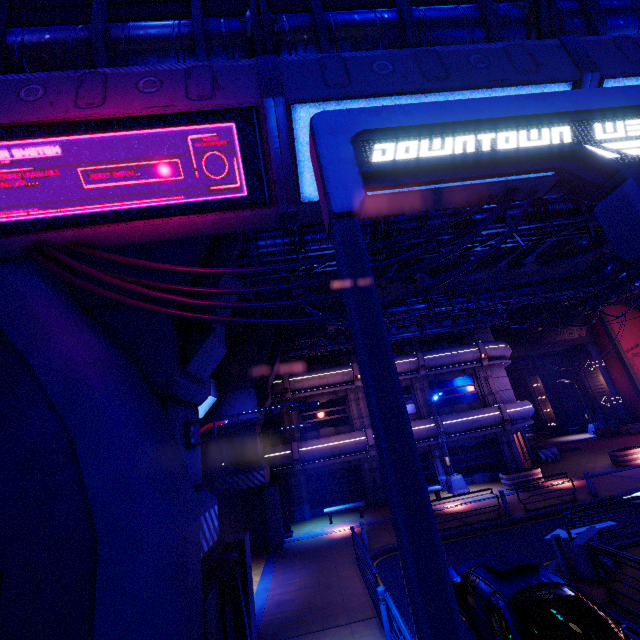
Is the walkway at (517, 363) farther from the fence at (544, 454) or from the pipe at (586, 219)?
the pipe at (586, 219)

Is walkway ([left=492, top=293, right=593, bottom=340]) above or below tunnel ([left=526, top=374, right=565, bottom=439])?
above

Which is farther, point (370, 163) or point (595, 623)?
point (595, 623)

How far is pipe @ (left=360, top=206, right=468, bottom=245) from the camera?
9.27m

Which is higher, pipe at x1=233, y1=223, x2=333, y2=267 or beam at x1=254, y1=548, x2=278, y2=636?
pipe at x1=233, y1=223, x2=333, y2=267

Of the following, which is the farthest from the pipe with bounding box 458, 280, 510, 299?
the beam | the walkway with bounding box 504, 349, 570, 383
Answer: the walkway with bounding box 504, 349, 570, 383

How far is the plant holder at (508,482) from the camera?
18.6m

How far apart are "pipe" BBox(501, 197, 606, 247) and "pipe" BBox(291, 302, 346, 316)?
7.1 meters
